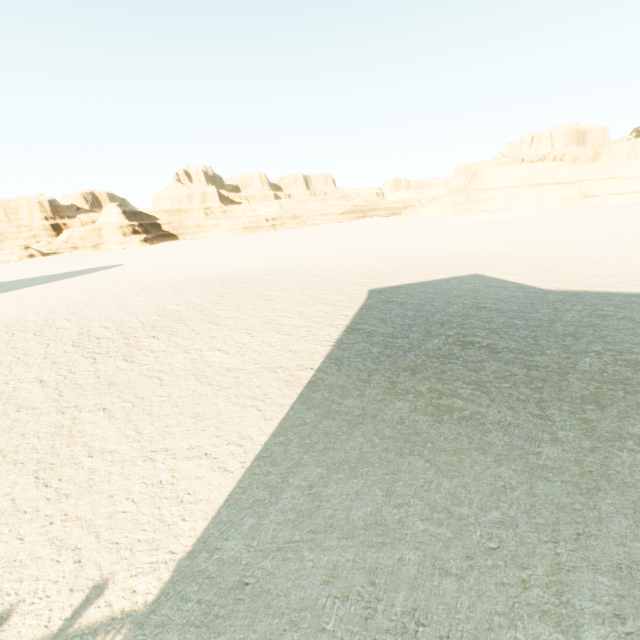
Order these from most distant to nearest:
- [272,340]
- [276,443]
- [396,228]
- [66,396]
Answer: [396,228], [272,340], [66,396], [276,443]
